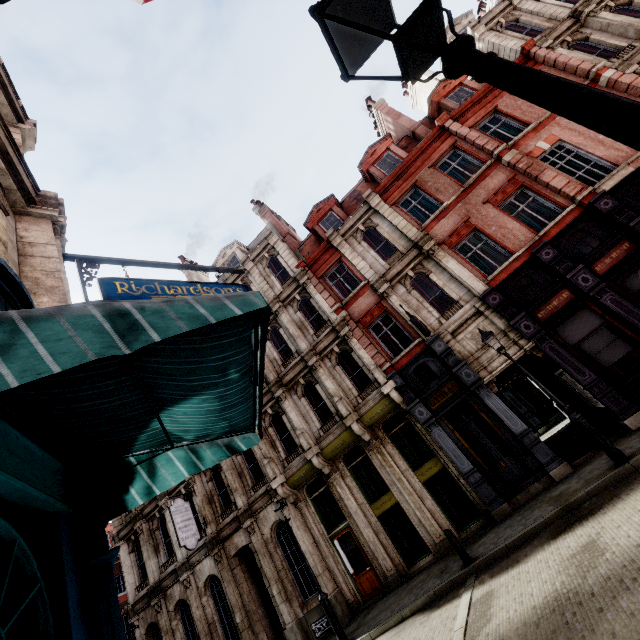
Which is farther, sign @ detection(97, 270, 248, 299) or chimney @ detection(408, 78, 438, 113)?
chimney @ detection(408, 78, 438, 113)

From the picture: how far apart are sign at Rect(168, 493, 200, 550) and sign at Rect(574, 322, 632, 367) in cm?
1854

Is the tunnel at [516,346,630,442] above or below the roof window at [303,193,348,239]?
below

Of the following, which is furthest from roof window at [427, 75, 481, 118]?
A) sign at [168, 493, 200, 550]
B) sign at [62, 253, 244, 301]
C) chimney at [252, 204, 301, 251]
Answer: sign at [168, 493, 200, 550]

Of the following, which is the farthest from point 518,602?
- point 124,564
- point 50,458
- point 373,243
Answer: point 124,564

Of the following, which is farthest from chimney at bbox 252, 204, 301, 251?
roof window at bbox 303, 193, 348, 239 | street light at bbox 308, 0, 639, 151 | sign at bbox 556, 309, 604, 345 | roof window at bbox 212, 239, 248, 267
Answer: street light at bbox 308, 0, 639, 151

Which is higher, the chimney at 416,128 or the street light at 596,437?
the chimney at 416,128

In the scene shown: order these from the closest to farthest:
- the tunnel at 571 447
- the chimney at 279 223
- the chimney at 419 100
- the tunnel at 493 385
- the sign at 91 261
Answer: the sign at 91 261, the tunnel at 571 447, the tunnel at 493 385, the chimney at 279 223, the chimney at 419 100
